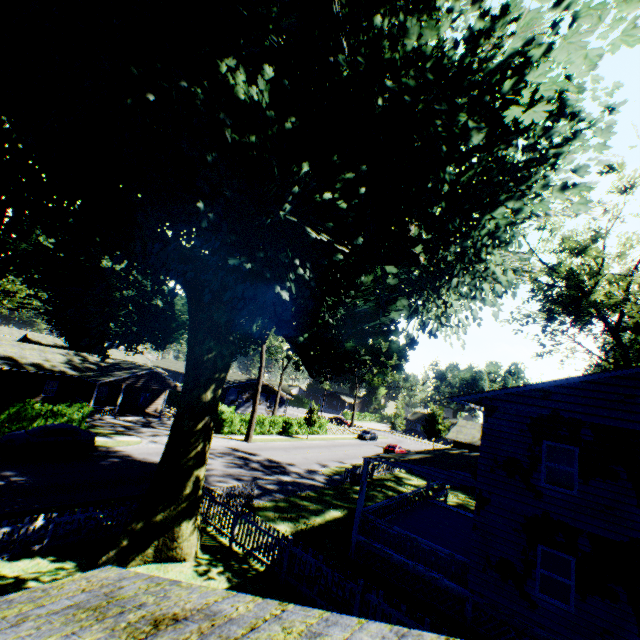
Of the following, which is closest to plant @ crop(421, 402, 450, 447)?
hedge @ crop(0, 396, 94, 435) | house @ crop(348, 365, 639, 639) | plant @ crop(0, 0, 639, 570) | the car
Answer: house @ crop(348, 365, 639, 639)

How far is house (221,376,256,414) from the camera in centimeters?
5100cm

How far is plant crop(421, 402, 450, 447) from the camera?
51.8m

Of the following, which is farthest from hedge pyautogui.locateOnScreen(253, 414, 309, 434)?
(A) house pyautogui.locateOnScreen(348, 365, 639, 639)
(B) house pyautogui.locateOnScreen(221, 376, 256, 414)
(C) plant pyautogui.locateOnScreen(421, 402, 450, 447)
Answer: (A) house pyautogui.locateOnScreen(348, 365, 639, 639)

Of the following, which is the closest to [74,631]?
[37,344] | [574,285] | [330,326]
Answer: [330,326]

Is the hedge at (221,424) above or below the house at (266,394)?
below

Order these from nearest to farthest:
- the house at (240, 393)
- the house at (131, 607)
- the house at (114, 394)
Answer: the house at (131, 607), the house at (114, 394), the house at (240, 393)

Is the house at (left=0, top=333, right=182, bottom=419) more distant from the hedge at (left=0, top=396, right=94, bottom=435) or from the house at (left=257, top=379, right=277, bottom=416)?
the house at (left=257, top=379, right=277, bottom=416)
